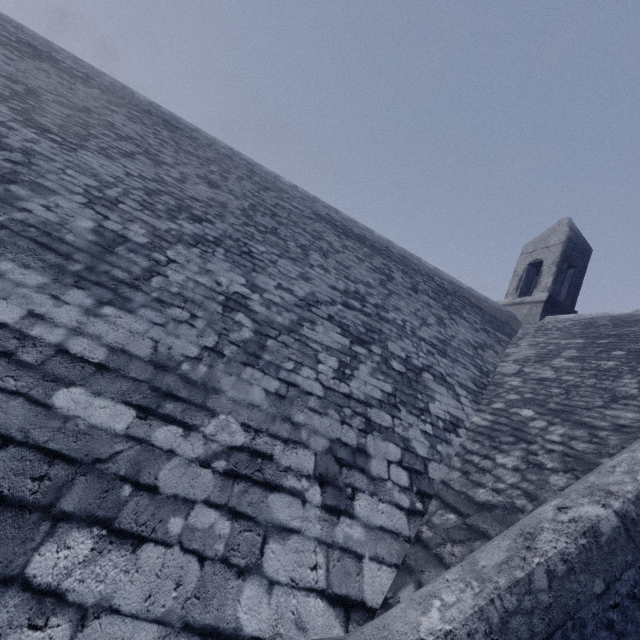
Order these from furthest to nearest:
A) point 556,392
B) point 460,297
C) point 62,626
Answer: point 460,297 → point 556,392 → point 62,626
